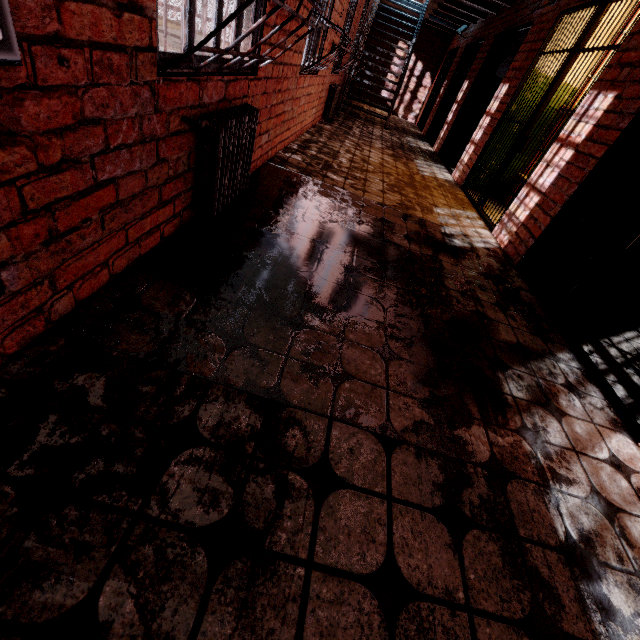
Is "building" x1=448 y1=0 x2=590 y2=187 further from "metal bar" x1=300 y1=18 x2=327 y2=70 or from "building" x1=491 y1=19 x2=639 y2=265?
"metal bar" x1=300 y1=18 x2=327 y2=70

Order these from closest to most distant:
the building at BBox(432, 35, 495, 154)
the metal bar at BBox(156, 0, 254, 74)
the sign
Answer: the sign < the metal bar at BBox(156, 0, 254, 74) < the building at BBox(432, 35, 495, 154)

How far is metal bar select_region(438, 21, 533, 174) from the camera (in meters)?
6.02

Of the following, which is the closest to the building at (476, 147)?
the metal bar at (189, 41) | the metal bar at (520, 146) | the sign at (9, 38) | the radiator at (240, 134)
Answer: the metal bar at (520, 146)

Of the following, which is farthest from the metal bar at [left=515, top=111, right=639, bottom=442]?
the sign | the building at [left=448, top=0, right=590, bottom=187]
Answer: the building at [left=448, top=0, right=590, bottom=187]

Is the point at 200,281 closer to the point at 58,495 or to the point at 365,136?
the point at 58,495

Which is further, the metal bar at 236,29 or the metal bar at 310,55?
the metal bar at 310,55

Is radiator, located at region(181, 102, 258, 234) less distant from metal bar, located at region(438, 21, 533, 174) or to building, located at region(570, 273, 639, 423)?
building, located at region(570, 273, 639, 423)
